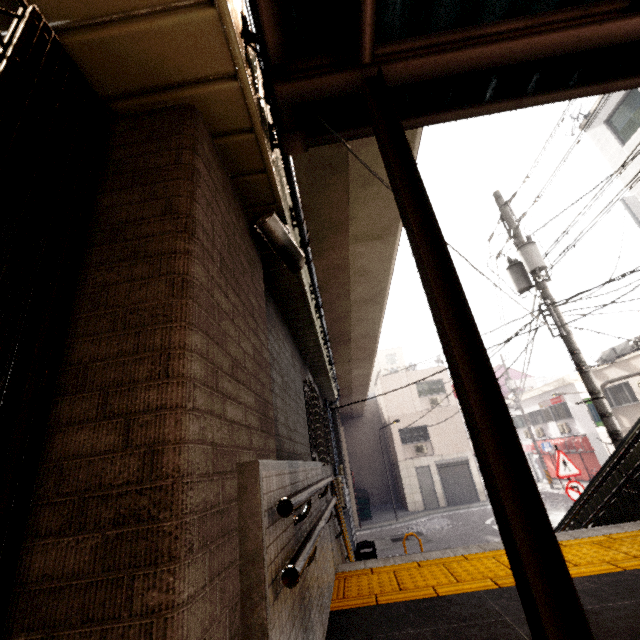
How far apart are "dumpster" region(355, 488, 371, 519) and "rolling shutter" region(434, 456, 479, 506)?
4.7m

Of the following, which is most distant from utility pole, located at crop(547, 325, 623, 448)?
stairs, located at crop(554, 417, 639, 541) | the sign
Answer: the sign

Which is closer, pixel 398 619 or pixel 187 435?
pixel 187 435

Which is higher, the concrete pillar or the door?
the concrete pillar

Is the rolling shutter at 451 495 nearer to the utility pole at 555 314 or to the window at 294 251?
the utility pole at 555 314

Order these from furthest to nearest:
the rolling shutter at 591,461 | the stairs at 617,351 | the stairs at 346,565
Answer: the rolling shutter at 591,461
the stairs at 617,351
the stairs at 346,565

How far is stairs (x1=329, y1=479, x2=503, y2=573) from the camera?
3.8 meters

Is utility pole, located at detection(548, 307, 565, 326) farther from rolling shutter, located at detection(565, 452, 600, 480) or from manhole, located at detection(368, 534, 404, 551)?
rolling shutter, located at detection(565, 452, 600, 480)
